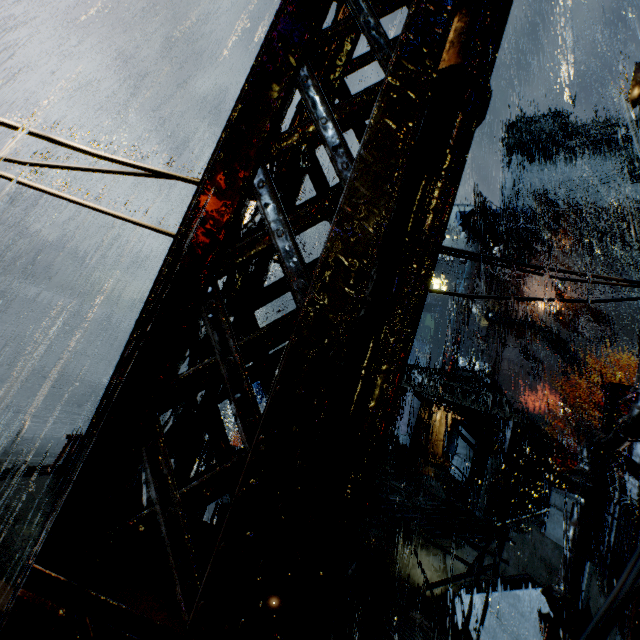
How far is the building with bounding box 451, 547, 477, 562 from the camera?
11.8 meters

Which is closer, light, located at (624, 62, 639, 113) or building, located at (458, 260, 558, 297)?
light, located at (624, 62, 639, 113)

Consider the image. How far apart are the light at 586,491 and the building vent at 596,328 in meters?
40.9 m

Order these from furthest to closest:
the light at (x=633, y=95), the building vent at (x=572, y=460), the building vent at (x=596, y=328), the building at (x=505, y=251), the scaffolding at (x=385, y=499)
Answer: the building at (x=505, y=251)
the building vent at (x=596, y=328)
the building vent at (x=572, y=460)
the light at (x=633, y=95)
the scaffolding at (x=385, y=499)

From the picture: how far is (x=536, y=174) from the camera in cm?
5456

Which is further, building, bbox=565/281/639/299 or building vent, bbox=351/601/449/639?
building, bbox=565/281/639/299

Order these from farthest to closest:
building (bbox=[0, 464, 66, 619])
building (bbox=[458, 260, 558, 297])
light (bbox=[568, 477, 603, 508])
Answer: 1. building (bbox=[458, 260, 558, 297])
2. light (bbox=[568, 477, 603, 508])
3. building (bbox=[0, 464, 66, 619])

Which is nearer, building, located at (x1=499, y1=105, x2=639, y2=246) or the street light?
the street light
